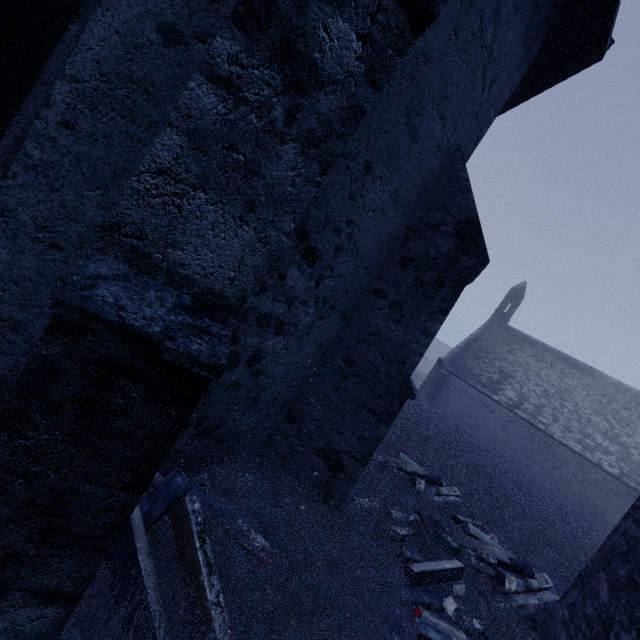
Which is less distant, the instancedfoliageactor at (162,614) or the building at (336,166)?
Answer: the building at (336,166)

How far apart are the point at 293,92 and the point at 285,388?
3.29m

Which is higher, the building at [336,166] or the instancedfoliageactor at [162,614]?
the building at [336,166]

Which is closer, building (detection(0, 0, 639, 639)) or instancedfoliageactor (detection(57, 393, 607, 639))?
building (detection(0, 0, 639, 639))

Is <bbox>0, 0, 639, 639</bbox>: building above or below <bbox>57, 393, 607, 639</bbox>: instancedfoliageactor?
above
